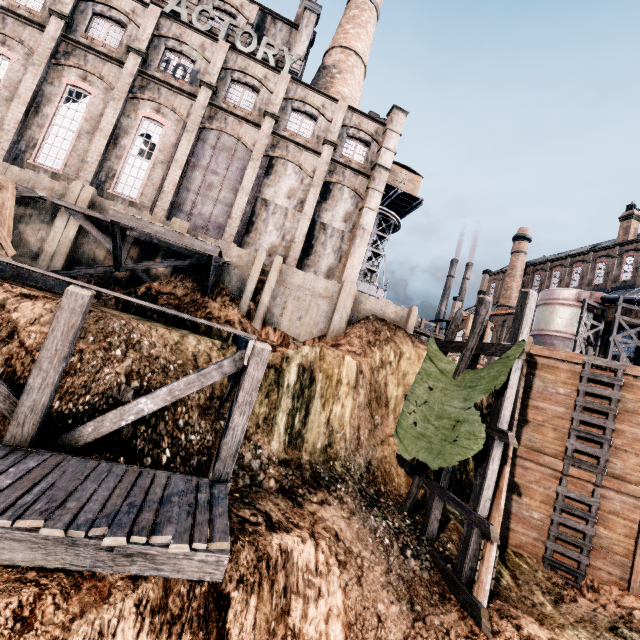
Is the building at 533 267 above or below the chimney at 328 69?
below

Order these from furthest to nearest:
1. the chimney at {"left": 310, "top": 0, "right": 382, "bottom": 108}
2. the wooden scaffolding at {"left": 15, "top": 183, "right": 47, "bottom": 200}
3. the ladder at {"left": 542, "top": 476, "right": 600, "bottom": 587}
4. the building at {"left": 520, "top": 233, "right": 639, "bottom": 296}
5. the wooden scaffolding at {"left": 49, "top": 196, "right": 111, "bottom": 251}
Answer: the building at {"left": 520, "top": 233, "right": 639, "bottom": 296} → the chimney at {"left": 310, "top": 0, "right": 382, "bottom": 108} → the wooden scaffolding at {"left": 49, "top": 196, "right": 111, "bottom": 251} → the wooden scaffolding at {"left": 15, "top": 183, "right": 47, "bottom": 200} → the ladder at {"left": 542, "top": 476, "right": 600, "bottom": 587}

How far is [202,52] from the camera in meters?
22.0 m

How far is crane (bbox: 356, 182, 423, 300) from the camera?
39.50m

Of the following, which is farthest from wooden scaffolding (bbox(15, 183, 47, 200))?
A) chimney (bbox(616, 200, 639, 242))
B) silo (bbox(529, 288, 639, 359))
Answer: chimney (bbox(616, 200, 639, 242))

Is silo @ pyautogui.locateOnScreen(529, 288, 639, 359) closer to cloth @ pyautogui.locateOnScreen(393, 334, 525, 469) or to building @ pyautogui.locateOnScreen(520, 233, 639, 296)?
building @ pyautogui.locateOnScreen(520, 233, 639, 296)

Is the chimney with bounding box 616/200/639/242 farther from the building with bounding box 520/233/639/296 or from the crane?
the crane

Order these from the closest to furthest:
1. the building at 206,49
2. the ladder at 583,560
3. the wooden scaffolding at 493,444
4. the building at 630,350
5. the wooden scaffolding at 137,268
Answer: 1. the wooden scaffolding at 493,444
2. the ladder at 583,560
3. the wooden scaffolding at 137,268
4. the building at 206,49
5. the building at 630,350
